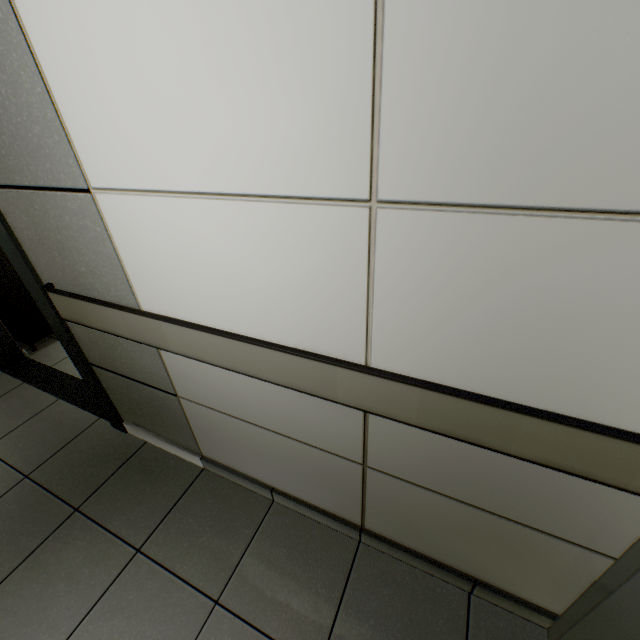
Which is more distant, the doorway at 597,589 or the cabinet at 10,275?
the cabinet at 10,275

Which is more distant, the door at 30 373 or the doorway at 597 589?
the door at 30 373

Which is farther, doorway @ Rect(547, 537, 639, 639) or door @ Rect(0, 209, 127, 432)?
door @ Rect(0, 209, 127, 432)

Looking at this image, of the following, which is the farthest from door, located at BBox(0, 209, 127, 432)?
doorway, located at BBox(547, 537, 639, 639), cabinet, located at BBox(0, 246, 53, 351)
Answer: doorway, located at BBox(547, 537, 639, 639)

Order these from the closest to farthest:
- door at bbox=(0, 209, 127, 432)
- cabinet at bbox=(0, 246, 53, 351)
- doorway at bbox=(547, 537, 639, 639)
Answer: doorway at bbox=(547, 537, 639, 639) → door at bbox=(0, 209, 127, 432) → cabinet at bbox=(0, 246, 53, 351)

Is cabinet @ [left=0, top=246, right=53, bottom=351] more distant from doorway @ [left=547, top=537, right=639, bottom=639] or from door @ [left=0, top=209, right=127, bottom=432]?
doorway @ [left=547, top=537, right=639, bottom=639]

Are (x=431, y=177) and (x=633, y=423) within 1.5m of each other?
yes
